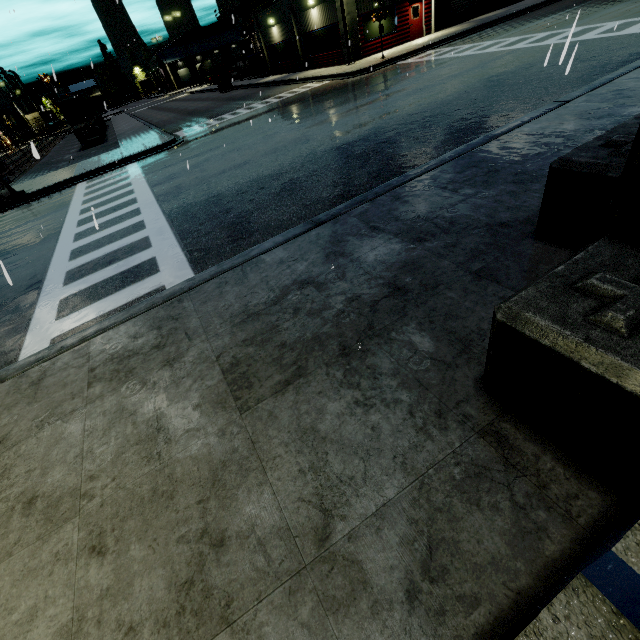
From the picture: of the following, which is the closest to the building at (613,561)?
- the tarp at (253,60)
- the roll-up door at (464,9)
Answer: the roll-up door at (464,9)

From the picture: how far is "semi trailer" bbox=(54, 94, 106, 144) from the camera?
31.91m

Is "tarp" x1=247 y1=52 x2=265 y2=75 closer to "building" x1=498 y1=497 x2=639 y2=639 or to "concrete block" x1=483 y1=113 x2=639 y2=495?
"building" x1=498 y1=497 x2=639 y2=639

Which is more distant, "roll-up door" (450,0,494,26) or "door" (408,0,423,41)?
"roll-up door" (450,0,494,26)

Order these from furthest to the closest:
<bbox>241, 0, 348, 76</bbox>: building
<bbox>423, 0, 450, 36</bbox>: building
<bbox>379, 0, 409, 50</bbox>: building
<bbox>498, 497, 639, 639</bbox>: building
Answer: <bbox>423, 0, 450, 36</bbox>: building < <bbox>241, 0, 348, 76</bbox>: building < <bbox>379, 0, 409, 50</bbox>: building < <bbox>498, 497, 639, 639</bbox>: building

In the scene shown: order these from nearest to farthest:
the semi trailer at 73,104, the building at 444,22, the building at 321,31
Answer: the building at 321,31 → the building at 444,22 → the semi trailer at 73,104

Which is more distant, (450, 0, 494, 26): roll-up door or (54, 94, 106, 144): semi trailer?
(54, 94, 106, 144): semi trailer

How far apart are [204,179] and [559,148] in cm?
914
